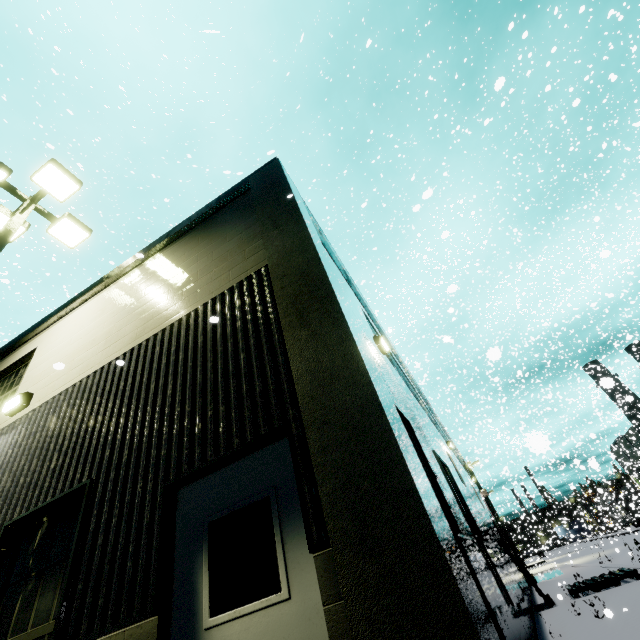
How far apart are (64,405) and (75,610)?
3.1m

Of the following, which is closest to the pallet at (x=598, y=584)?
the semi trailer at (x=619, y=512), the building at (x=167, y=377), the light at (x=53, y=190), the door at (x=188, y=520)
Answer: the building at (x=167, y=377)

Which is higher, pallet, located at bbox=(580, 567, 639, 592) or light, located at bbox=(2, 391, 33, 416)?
light, located at bbox=(2, 391, 33, 416)

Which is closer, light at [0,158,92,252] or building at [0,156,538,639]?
building at [0,156,538,639]

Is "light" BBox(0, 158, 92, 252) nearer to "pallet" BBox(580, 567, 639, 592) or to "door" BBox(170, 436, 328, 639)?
"door" BBox(170, 436, 328, 639)

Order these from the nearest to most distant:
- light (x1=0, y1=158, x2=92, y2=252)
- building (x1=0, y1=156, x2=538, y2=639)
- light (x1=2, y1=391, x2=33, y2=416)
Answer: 1. building (x1=0, y1=156, x2=538, y2=639)
2. light (x1=2, y1=391, x2=33, y2=416)
3. light (x1=0, y1=158, x2=92, y2=252)

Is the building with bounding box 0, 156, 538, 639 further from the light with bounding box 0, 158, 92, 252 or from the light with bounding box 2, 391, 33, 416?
the light with bounding box 0, 158, 92, 252

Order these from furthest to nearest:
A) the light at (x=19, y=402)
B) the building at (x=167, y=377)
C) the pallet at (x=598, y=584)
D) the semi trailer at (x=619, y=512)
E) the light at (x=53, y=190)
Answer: the semi trailer at (x=619, y=512) → the pallet at (x=598, y=584) → the light at (x=53, y=190) → the light at (x=19, y=402) → the building at (x=167, y=377)
